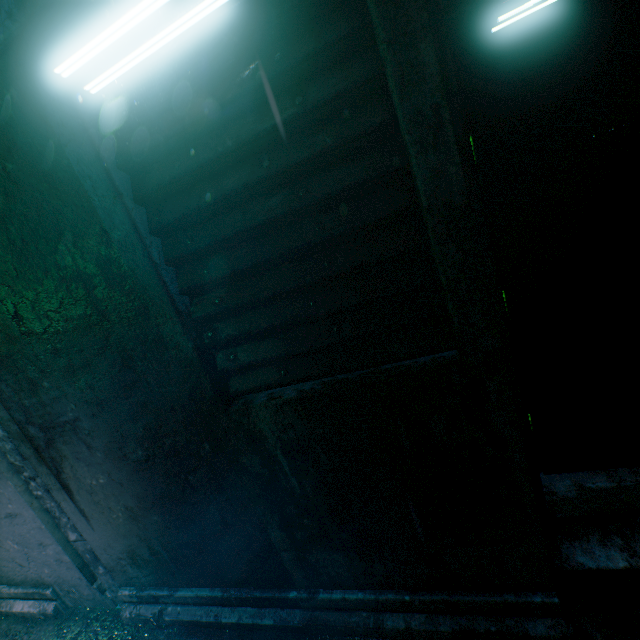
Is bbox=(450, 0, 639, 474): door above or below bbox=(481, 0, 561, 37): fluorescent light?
below

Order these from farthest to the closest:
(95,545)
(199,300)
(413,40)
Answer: (95,545) → (199,300) → (413,40)

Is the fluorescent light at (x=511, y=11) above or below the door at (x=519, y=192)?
above
